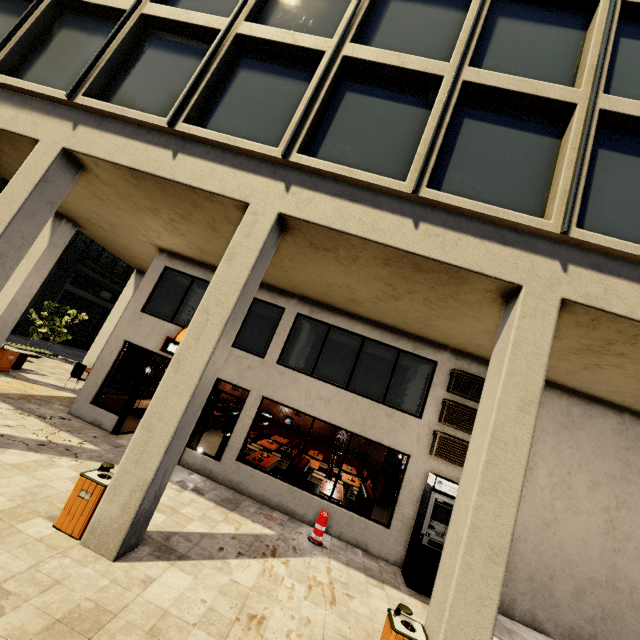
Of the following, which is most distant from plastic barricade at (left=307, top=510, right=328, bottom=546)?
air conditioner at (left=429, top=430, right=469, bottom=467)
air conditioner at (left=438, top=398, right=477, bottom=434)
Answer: air conditioner at (left=438, top=398, right=477, bottom=434)

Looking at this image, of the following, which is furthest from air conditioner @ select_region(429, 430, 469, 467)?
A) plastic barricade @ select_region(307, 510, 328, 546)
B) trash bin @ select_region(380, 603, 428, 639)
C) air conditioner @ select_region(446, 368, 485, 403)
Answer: trash bin @ select_region(380, 603, 428, 639)

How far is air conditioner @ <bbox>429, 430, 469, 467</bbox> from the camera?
8.51m

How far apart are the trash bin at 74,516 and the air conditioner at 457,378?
7.9m

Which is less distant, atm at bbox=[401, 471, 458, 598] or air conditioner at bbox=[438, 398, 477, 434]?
atm at bbox=[401, 471, 458, 598]

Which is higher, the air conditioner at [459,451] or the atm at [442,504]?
the air conditioner at [459,451]

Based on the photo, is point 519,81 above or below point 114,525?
above

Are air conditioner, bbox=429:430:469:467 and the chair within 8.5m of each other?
no
